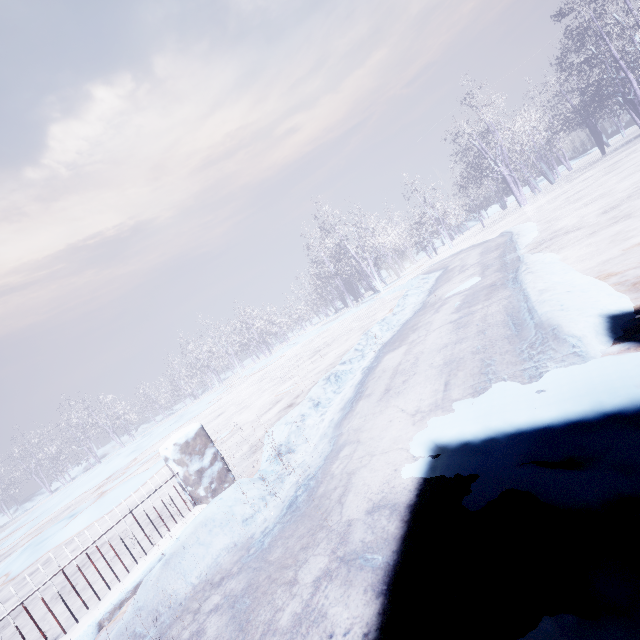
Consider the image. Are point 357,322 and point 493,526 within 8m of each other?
no
